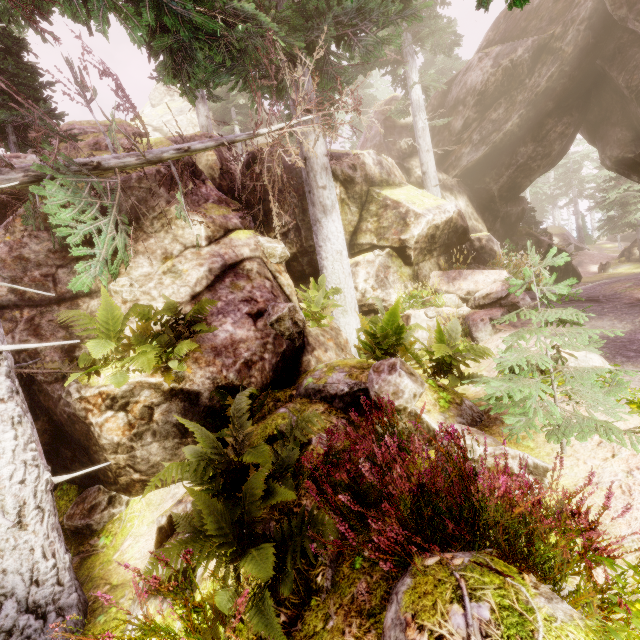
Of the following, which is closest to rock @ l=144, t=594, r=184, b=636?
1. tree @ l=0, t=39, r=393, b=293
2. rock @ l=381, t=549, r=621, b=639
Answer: tree @ l=0, t=39, r=393, b=293

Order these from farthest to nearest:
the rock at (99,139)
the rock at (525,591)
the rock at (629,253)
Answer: the rock at (629,253)
the rock at (99,139)
the rock at (525,591)

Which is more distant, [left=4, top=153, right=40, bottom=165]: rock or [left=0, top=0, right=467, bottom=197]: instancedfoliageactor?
[left=4, top=153, right=40, bottom=165]: rock

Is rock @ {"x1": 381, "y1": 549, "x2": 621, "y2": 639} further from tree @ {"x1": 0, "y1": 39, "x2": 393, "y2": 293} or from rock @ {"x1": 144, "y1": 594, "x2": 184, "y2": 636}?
tree @ {"x1": 0, "y1": 39, "x2": 393, "y2": 293}

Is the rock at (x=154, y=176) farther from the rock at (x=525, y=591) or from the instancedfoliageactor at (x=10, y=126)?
the rock at (x=525, y=591)

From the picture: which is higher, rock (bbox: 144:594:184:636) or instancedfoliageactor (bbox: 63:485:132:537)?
rock (bbox: 144:594:184:636)

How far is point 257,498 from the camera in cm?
270

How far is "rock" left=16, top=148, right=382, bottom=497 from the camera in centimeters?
486cm
